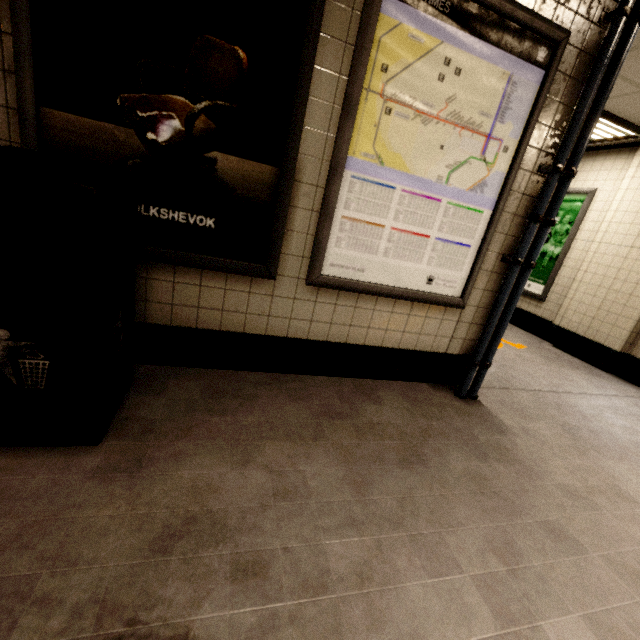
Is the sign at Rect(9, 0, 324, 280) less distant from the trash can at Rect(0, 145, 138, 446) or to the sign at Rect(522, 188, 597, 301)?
the trash can at Rect(0, 145, 138, 446)

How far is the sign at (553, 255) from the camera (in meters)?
4.92

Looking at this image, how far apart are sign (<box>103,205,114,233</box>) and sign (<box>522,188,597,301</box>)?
5.1m

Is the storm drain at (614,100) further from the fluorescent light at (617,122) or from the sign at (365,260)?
the sign at (365,260)

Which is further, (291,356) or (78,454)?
(291,356)

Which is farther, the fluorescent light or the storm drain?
the fluorescent light

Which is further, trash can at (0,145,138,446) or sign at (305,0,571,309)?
sign at (305,0,571,309)
